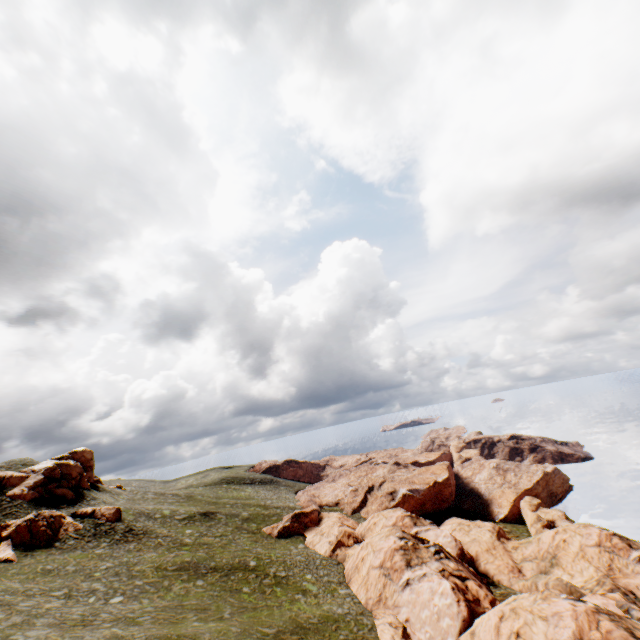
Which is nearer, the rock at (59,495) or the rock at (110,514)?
the rock at (110,514)

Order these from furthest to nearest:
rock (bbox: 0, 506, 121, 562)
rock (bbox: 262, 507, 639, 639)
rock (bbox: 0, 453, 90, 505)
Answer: rock (bbox: 0, 453, 90, 505) < rock (bbox: 0, 506, 121, 562) < rock (bbox: 262, 507, 639, 639)

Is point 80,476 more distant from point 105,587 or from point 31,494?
point 105,587

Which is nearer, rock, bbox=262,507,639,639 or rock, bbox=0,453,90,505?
rock, bbox=262,507,639,639

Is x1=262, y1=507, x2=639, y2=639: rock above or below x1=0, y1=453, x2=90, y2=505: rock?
below

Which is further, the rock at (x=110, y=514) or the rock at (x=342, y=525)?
the rock at (x=110, y=514)

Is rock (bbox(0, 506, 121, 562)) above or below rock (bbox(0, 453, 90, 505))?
below
